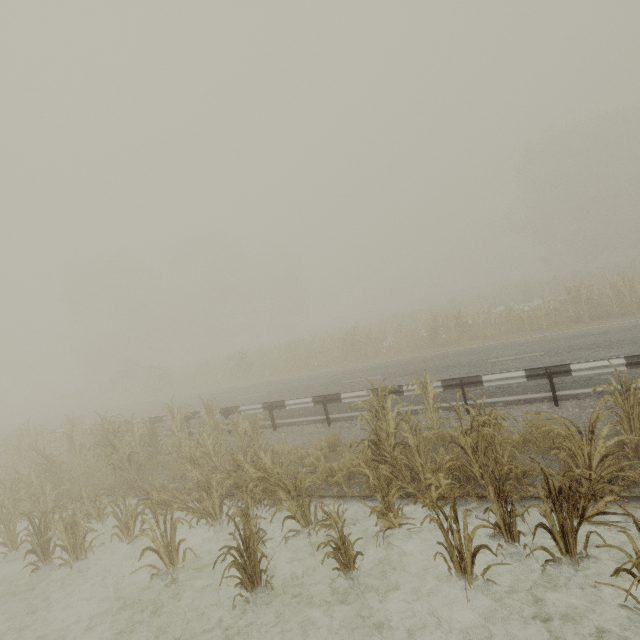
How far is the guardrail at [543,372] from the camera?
7.51m

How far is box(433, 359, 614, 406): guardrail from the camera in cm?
751

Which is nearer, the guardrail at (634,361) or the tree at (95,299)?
the tree at (95,299)

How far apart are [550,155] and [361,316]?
33.71m

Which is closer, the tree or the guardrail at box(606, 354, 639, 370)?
the tree
